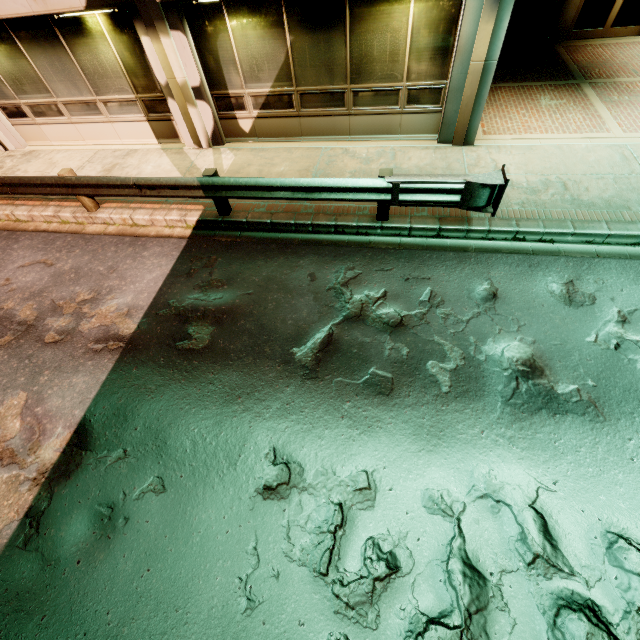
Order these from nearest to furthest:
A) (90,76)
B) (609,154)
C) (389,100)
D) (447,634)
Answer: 1. (447,634)
2. (609,154)
3. (389,100)
4. (90,76)
